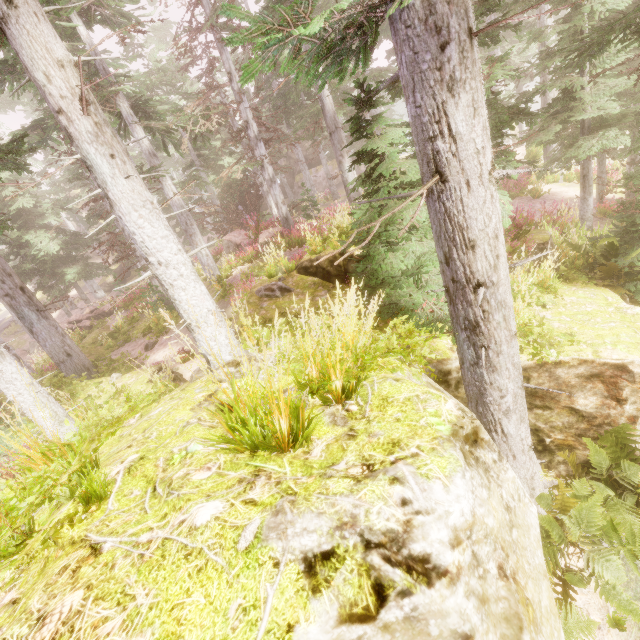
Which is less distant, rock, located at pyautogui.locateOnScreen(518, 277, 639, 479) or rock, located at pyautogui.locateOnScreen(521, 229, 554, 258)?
rock, located at pyautogui.locateOnScreen(518, 277, 639, 479)

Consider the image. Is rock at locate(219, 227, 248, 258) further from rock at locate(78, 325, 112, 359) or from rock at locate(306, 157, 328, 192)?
Answer: rock at locate(306, 157, 328, 192)

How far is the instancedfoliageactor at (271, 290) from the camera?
8.4 meters

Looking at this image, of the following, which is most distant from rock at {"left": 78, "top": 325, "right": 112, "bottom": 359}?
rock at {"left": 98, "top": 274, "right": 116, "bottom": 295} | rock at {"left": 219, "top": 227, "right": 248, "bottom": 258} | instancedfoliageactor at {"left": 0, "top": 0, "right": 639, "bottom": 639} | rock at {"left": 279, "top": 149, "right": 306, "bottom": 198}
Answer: rock at {"left": 98, "top": 274, "right": 116, "bottom": 295}

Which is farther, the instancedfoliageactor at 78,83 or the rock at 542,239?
the rock at 542,239

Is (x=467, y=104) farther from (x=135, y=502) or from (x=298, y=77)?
(x=135, y=502)

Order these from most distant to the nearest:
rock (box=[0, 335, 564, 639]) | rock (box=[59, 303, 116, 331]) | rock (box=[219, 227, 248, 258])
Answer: rock (box=[59, 303, 116, 331]), rock (box=[219, 227, 248, 258]), rock (box=[0, 335, 564, 639])

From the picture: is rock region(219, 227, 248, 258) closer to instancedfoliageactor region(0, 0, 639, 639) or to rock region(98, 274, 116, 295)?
instancedfoliageactor region(0, 0, 639, 639)
